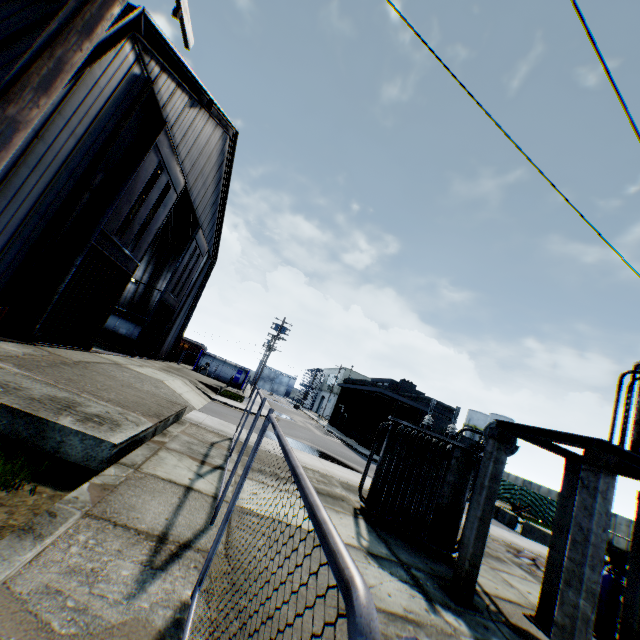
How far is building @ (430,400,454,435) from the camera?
32.6 meters

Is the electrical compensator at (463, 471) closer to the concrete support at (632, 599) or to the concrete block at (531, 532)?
the concrete support at (632, 599)

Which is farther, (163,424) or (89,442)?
(163,424)

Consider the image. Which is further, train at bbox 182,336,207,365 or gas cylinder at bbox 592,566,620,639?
train at bbox 182,336,207,365

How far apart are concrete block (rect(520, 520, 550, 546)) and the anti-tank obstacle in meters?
1.7 m

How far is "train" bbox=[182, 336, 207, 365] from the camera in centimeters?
5094cm

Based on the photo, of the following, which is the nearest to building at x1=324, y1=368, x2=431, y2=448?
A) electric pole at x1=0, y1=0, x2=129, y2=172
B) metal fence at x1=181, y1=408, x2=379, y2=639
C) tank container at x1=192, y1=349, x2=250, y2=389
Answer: metal fence at x1=181, y1=408, x2=379, y2=639

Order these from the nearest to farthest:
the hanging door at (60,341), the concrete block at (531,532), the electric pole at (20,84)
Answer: the electric pole at (20,84), the hanging door at (60,341), the concrete block at (531,532)
